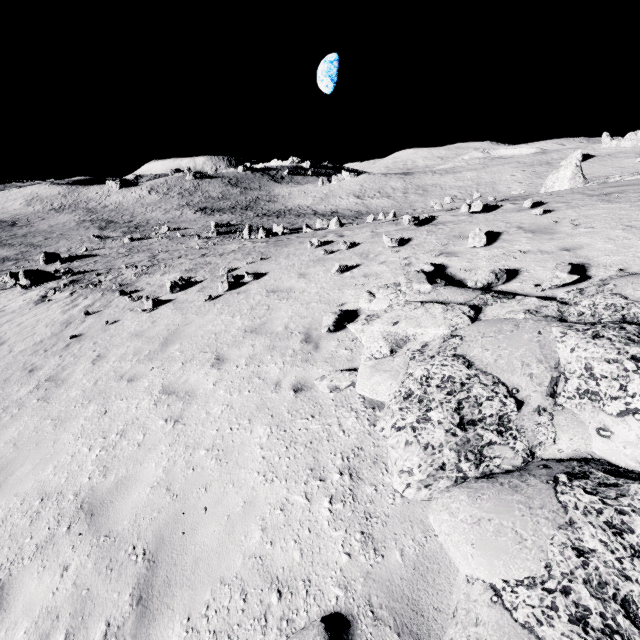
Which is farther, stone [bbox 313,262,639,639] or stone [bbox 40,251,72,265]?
stone [bbox 40,251,72,265]

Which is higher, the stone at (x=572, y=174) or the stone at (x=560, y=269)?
the stone at (x=572, y=174)

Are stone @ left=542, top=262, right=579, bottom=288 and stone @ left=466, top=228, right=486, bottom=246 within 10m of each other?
yes

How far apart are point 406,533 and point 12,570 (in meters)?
4.78

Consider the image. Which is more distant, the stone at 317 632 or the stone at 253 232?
the stone at 253 232

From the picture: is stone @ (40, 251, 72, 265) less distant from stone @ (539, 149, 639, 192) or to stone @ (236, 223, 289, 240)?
stone @ (236, 223, 289, 240)

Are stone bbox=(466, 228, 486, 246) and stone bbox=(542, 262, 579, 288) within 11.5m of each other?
yes

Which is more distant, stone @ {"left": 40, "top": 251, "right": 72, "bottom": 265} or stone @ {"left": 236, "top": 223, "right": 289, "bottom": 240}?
stone @ {"left": 40, "top": 251, "right": 72, "bottom": 265}
